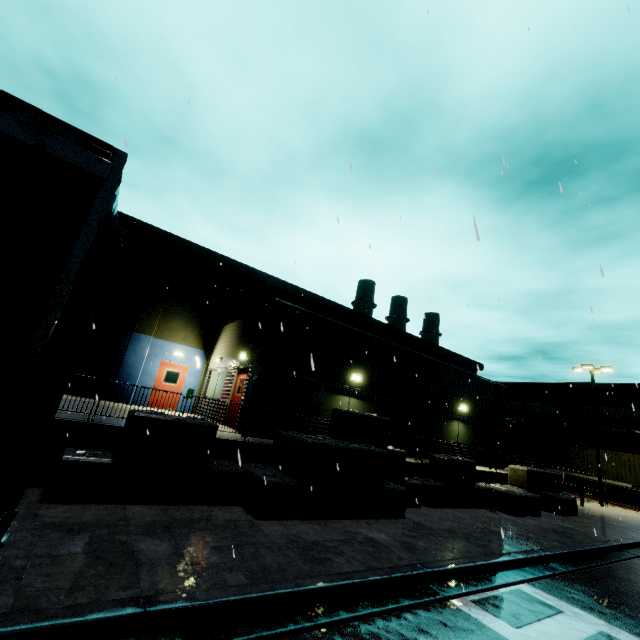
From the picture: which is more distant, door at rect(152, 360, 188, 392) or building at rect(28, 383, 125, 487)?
door at rect(152, 360, 188, 392)

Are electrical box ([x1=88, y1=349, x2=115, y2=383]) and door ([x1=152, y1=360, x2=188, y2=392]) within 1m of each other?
no

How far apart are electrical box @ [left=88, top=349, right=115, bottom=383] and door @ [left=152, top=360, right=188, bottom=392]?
2.1 meters

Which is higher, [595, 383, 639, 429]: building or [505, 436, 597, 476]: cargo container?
[595, 383, 639, 429]: building

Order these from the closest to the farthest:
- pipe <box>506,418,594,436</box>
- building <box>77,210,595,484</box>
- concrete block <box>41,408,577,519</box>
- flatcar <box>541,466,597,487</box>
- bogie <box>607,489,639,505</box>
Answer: concrete block <box>41,408,577,519</box>, building <box>77,210,595,484</box>, bogie <box>607,489,639,505</box>, flatcar <box>541,466,597,487</box>, pipe <box>506,418,594,436</box>

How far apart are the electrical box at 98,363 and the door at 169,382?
2.06m

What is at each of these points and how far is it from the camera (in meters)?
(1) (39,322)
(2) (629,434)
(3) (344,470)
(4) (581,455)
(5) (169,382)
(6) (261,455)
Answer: (1) semi trailer, 1.68
(2) pipe, 29.44
(3) concrete block, 8.76
(4) cargo container, 29.34
(5) door, 17.34
(6) building, 9.57

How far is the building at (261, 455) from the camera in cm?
892
